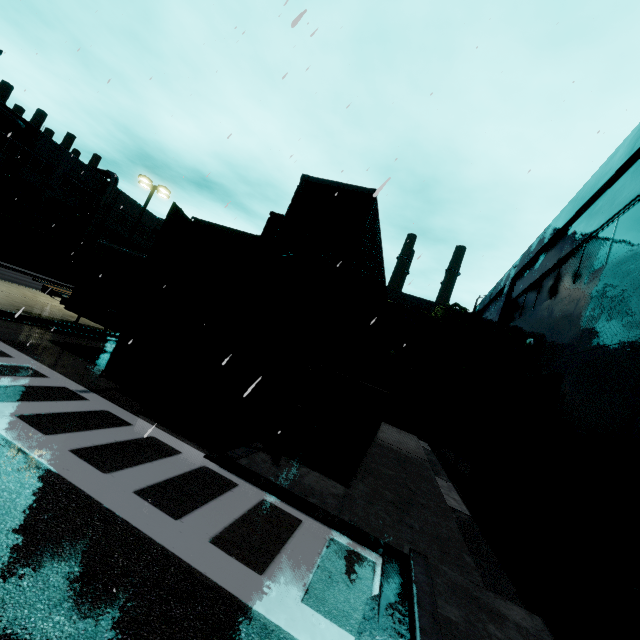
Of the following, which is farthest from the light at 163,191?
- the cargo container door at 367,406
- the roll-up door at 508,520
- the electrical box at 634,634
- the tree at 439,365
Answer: the electrical box at 634,634

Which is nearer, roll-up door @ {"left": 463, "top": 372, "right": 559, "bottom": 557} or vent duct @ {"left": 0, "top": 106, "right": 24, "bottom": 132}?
roll-up door @ {"left": 463, "top": 372, "right": 559, "bottom": 557}

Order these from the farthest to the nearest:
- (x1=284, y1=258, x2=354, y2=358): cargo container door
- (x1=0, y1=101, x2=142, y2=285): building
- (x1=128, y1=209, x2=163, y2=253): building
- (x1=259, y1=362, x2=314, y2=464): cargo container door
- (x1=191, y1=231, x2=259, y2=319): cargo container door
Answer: (x1=128, y1=209, x2=163, y2=253): building → (x1=0, y1=101, x2=142, y2=285): building → (x1=191, y1=231, x2=259, y2=319): cargo container door → (x1=284, y1=258, x2=354, y2=358): cargo container door → (x1=259, y1=362, x2=314, y2=464): cargo container door

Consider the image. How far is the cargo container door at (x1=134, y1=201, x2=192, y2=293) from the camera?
8.3m

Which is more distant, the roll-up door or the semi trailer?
the semi trailer

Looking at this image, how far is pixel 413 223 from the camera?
10.8 meters

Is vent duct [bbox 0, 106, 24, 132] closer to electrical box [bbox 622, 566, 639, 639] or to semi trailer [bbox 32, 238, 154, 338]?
semi trailer [bbox 32, 238, 154, 338]

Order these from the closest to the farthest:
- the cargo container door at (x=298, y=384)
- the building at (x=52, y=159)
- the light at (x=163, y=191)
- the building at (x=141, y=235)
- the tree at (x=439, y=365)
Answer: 1. the cargo container door at (x=298, y=384)
2. the light at (x=163, y=191)
3. the tree at (x=439, y=365)
4. the building at (x=52, y=159)
5. the building at (x=141, y=235)
